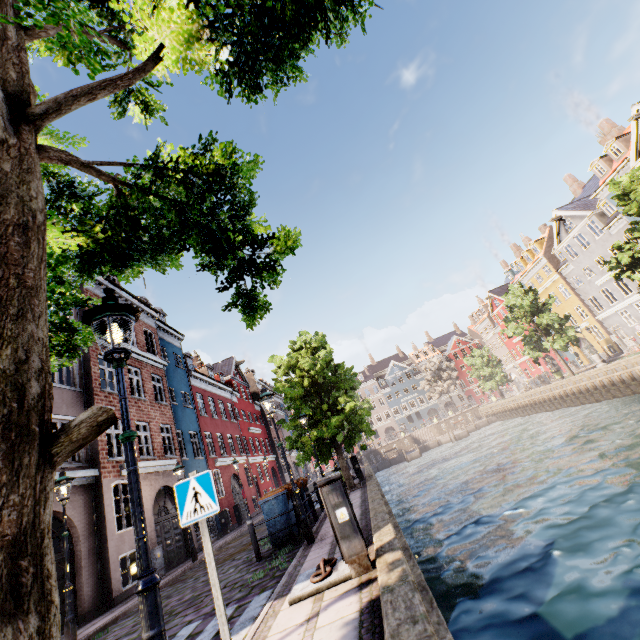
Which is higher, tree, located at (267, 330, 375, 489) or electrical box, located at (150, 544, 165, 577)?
tree, located at (267, 330, 375, 489)

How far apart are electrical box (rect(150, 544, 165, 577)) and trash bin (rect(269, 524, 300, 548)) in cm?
662

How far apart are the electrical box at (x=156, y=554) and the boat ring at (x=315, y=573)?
10.8m

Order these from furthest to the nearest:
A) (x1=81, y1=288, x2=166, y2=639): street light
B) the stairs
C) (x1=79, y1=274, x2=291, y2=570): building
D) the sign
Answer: the stairs < (x1=79, y1=274, x2=291, y2=570): building < the sign < (x1=81, y1=288, x2=166, y2=639): street light

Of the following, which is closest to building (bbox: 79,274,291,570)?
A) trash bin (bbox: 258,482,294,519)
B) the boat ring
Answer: trash bin (bbox: 258,482,294,519)

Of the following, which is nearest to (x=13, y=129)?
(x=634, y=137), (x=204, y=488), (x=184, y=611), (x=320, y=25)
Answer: (x=320, y=25)

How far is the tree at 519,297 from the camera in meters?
29.8

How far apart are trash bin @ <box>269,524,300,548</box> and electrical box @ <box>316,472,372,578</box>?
4.94m
